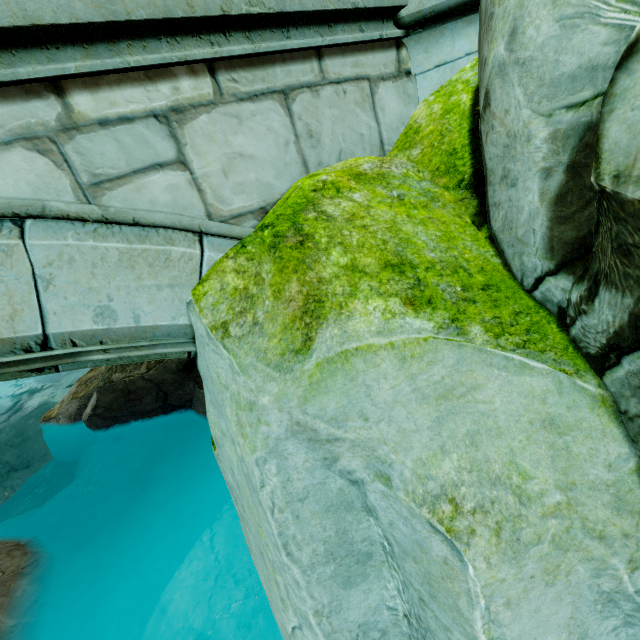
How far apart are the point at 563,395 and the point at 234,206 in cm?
210
